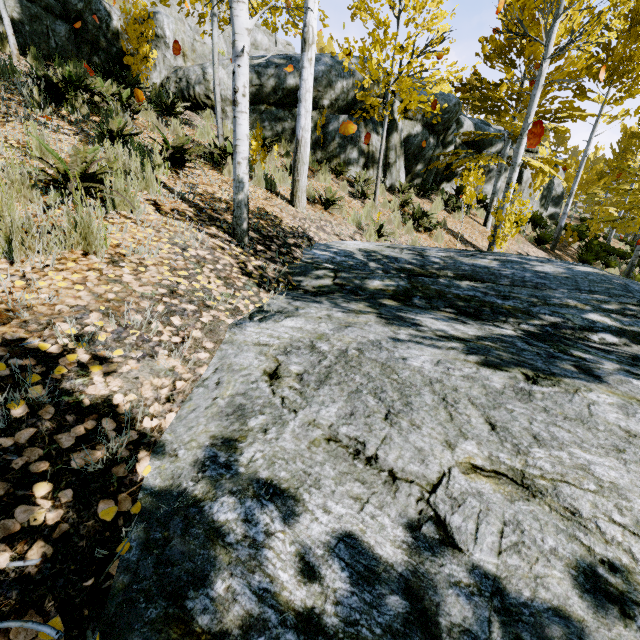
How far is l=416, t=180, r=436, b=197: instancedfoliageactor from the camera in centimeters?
1095cm

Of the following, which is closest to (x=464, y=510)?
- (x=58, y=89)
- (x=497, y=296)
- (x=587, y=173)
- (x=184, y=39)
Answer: (x=497, y=296)

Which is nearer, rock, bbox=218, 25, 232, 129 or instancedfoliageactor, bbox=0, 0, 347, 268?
instancedfoliageactor, bbox=0, 0, 347, 268

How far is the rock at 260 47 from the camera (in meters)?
9.90

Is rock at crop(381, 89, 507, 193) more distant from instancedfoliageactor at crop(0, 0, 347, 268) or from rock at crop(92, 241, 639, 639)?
rock at crop(92, 241, 639, 639)

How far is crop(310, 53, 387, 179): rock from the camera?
8.72m

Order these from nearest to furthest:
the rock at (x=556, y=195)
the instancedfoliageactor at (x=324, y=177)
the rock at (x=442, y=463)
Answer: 1. the rock at (x=442, y=463)
2. the instancedfoliageactor at (x=324, y=177)
3. the rock at (x=556, y=195)
